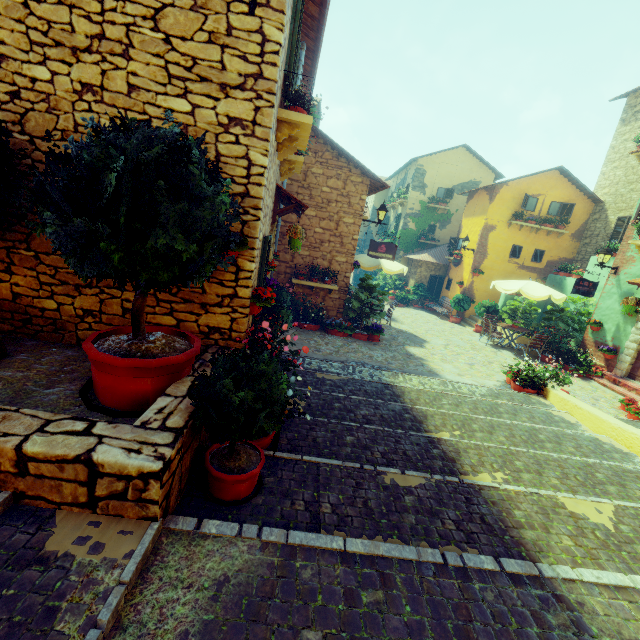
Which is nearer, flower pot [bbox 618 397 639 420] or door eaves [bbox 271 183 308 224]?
door eaves [bbox 271 183 308 224]

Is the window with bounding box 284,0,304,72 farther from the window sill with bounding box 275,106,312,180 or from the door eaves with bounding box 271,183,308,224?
the door eaves with bounding box 271,183,308,224

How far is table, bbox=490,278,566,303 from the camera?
11.70m

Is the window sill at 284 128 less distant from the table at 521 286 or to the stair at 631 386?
the table at 521 286

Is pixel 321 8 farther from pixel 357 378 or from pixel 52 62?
pixel 357 378

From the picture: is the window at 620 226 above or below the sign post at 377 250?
above

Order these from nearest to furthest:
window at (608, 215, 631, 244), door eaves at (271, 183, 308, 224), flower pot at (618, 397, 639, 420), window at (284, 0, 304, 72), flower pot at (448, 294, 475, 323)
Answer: window at (284, 0, 304, 72) < door eaves at (271, 183, 308, 224) < flower pot at (618, 397, 639, 420) < window at (608, 215, 631, 244) < flower pot at (448, 294, 475, 323)

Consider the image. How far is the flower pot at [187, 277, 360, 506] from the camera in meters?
2.5 m
